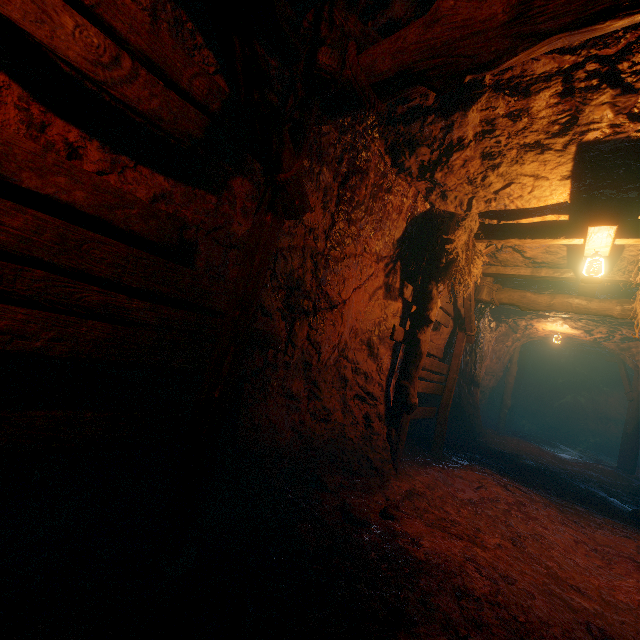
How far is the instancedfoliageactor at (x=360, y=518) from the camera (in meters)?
3.24

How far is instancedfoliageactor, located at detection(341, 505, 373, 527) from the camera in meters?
3.2

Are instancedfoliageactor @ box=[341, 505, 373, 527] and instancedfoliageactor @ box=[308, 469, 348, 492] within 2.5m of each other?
yes

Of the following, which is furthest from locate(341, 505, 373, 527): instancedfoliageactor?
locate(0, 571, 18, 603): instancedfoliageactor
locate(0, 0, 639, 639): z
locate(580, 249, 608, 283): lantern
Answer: locate(580, 249, 608, 283): lantern

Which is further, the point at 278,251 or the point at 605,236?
the point at 605,236

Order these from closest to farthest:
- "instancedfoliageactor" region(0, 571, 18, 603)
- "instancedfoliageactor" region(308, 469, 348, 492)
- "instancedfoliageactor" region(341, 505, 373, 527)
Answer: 1. "instancedfoliageactor" region(0, 571, 18, 603)
2. "instancedfoliageactor" region(341, 505, 373, 527)
3. "instancedfoliageactor" region(308, 469, 348, 492)

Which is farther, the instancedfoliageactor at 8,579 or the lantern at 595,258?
the lantern at 595,258

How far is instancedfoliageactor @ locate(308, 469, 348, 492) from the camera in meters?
4.0
